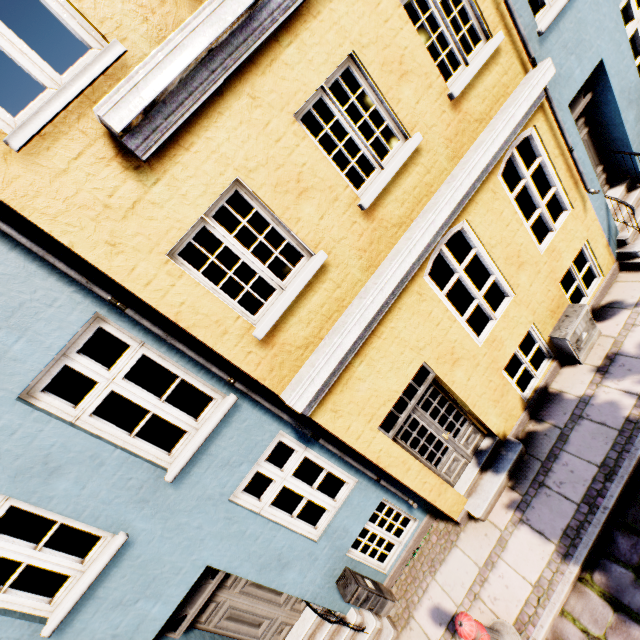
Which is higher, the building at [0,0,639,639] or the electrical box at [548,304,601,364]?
the building at [0,0,639,639]

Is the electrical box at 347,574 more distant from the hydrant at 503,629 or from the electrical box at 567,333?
the electrical box at 567,333

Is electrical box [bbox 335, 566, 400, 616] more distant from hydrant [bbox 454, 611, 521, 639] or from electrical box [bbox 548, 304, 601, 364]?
electrical box [bbox 548, 304, 601, 364]

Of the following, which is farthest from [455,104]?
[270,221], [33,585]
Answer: [33,585]

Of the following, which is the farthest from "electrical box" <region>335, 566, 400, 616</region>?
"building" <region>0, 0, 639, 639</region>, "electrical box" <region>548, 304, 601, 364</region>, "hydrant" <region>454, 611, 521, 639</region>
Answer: "electrical box" <region>548, 304, 601, 364</region>

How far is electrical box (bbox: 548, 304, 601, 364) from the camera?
5.67m

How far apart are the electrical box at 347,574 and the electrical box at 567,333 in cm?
528

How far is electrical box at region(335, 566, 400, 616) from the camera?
5.02m
